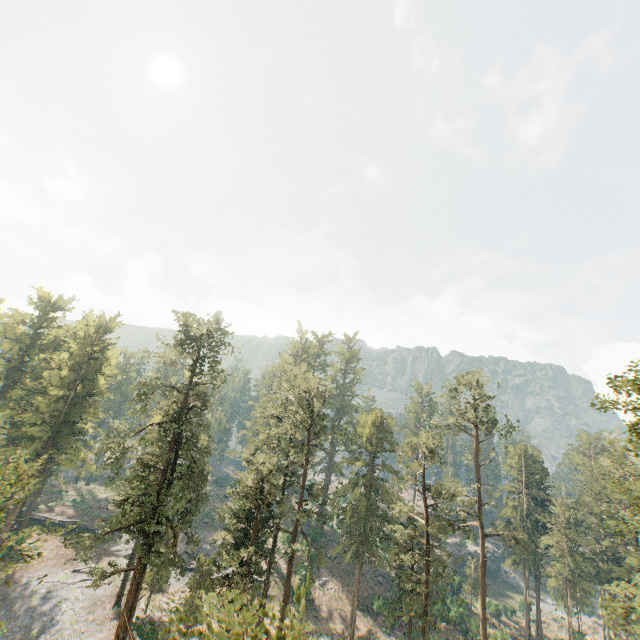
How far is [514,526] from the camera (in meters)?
54.09

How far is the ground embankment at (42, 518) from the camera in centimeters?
5212cm

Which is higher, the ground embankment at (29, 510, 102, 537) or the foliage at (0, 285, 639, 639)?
the foliage at (0, 285, 639, 639)

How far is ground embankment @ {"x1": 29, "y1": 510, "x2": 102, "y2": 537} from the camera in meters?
52.1 m

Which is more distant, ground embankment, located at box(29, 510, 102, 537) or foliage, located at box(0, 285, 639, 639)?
ground embankment, located at box(29, 510, 102, 537)

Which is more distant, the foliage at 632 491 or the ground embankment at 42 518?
the ground embankment at 42 518
